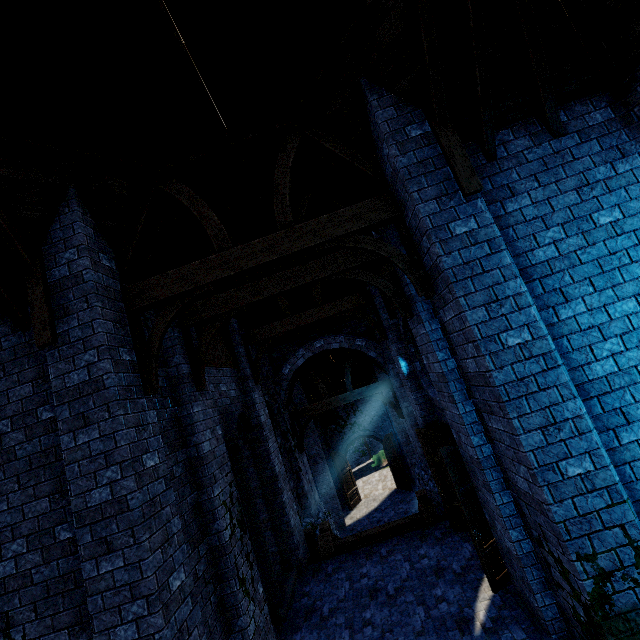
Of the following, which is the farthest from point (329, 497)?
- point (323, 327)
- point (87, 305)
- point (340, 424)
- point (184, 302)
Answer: point (87, 305)

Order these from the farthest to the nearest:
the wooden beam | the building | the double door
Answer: the double door < the wooden beam < the building

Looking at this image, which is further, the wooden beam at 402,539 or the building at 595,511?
the wooden beam at 402,539

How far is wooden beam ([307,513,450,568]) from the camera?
8.5 meters

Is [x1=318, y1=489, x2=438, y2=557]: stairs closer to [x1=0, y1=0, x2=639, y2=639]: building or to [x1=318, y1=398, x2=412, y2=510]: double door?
[x1=0, y1=0, x2=639, y2=639]: building

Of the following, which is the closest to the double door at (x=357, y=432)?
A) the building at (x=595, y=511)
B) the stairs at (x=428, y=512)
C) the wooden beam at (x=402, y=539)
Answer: the building at (x=595, y=511)

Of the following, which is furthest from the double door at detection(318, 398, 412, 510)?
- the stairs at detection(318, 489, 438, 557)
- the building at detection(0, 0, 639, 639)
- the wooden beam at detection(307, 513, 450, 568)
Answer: the wooden beam at detection(307, 513, 450, 568)

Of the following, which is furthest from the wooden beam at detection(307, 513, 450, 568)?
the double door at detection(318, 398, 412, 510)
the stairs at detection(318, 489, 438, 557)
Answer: the double door at detection(318, 398, 412, 510)
